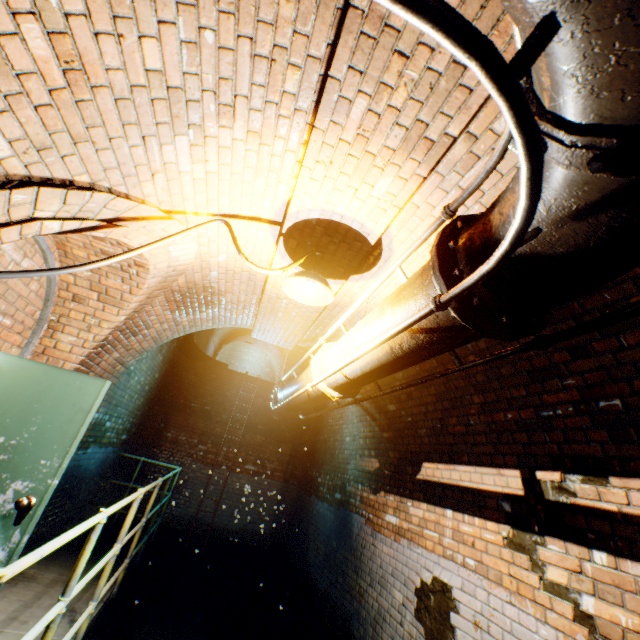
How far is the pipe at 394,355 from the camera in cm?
151

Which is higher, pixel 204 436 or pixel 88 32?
pixel 88 32

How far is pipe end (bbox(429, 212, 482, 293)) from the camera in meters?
1.3 m

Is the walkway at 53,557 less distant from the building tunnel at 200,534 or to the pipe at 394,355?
the building tunnel at 200,534

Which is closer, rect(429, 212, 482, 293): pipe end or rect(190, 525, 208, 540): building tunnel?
rect(429, 212, 482, 293): pipe end

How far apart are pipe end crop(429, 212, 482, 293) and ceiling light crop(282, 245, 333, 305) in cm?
133

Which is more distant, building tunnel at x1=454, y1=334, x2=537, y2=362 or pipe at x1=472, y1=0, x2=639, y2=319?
building tunnel at x1=454, y1=334, x2=537, y2=362
